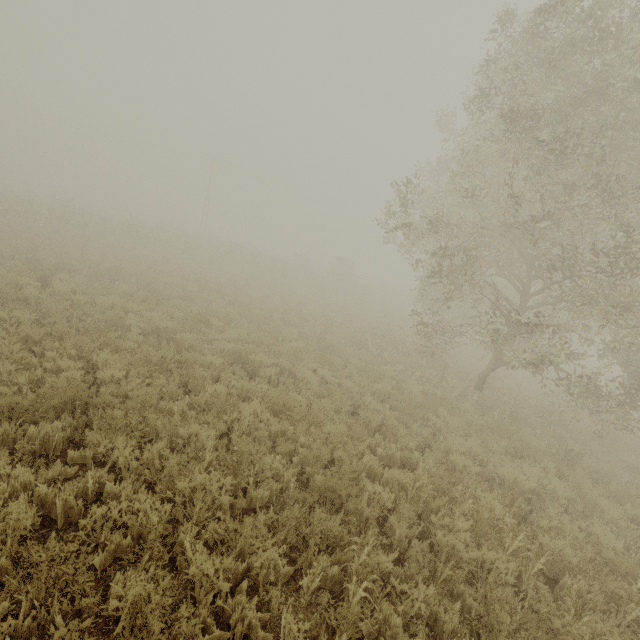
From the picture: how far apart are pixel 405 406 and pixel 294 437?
3.68m
